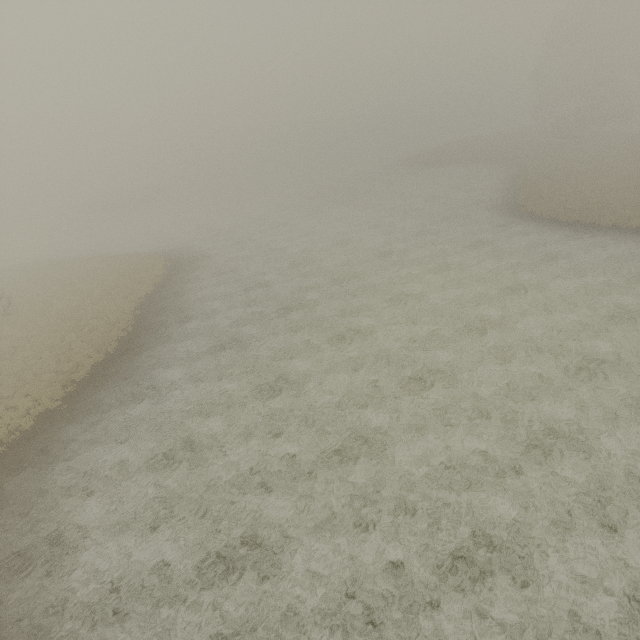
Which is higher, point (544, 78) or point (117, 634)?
point (544, 78)
